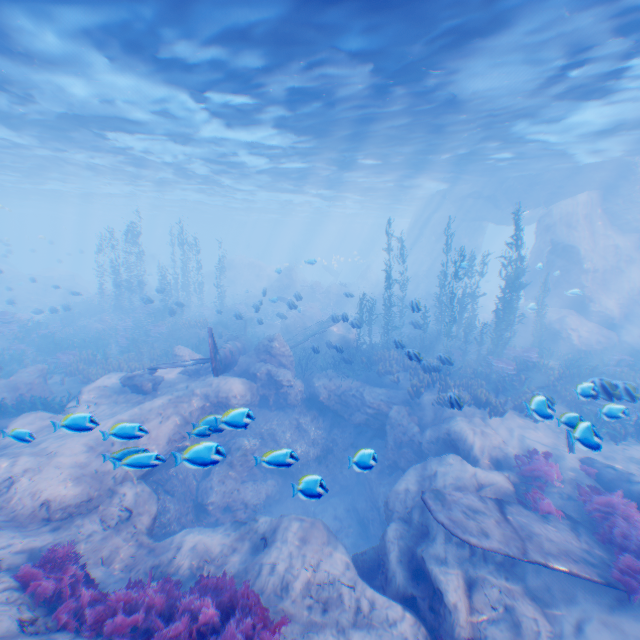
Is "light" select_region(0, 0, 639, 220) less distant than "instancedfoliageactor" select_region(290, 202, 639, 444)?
Yes

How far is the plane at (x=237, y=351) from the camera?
11.6m

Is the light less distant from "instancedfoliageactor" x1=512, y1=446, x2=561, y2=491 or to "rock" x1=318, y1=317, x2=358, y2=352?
"rock" x1=318, y1=317, x2=358, y2=352

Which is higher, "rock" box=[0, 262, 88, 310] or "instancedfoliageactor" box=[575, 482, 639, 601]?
"rock" box=[0, 262, 88, 310]

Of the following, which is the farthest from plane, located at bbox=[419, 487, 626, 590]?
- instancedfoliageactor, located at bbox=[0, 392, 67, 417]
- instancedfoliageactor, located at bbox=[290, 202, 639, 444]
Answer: instancedfoliageactor, located at bbox=[0, 392, 67, 417]

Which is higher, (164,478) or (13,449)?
(13,449)

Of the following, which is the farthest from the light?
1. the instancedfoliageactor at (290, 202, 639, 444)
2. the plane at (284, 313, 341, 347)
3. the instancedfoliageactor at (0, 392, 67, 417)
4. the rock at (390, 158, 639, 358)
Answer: the instancedfoliageactor at (0, 392, 67, 417)

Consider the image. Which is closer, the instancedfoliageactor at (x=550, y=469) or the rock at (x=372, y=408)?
the rock at (x=372, y=408)
